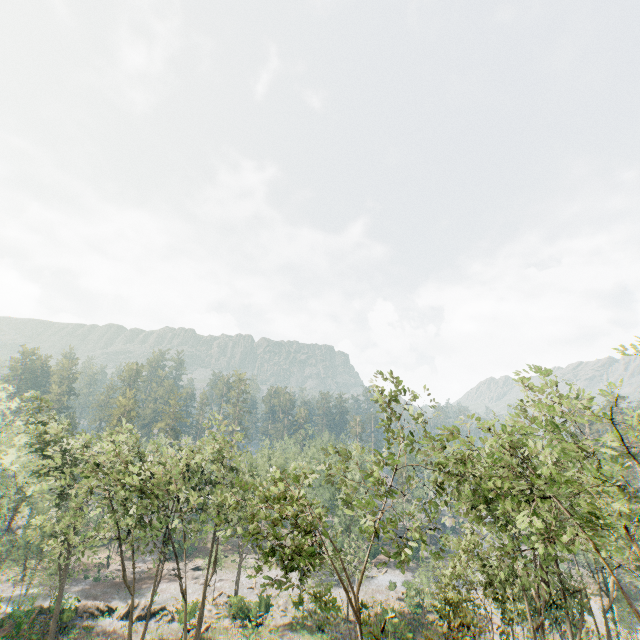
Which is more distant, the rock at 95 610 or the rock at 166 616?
the rock at 166 616

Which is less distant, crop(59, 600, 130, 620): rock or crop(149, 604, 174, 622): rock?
crop(59, 600, 130, 620): rock

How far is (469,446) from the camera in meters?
16.3 m

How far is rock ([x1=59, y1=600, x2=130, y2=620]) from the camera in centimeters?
3422cm

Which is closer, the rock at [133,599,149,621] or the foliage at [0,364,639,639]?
the foliage at [0,364,639,639]

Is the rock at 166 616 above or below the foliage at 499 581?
below
